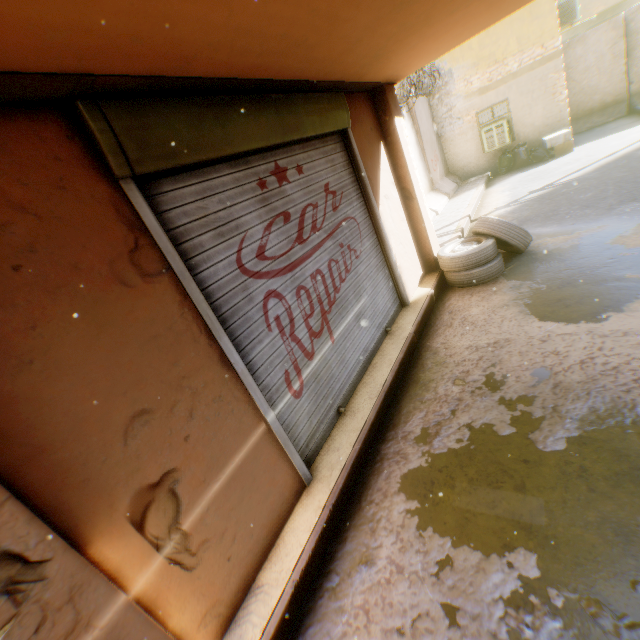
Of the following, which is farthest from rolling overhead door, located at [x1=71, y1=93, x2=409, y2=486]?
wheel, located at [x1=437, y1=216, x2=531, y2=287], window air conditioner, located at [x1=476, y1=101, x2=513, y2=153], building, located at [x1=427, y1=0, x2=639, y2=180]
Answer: window air conditioner, located at [x1=476, y1=101, x2=513, y2=153]

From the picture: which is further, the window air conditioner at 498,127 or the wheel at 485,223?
the window air conditioner at 498,127

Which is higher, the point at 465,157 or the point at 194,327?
the point at 194,327

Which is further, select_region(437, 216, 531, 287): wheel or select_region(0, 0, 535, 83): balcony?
select_region(437, 216, 531, 287): wheel

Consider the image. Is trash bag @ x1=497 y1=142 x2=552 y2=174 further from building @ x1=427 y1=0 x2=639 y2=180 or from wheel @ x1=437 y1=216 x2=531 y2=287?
wheel @ x1=437 y1=216 x2=531 y2=287

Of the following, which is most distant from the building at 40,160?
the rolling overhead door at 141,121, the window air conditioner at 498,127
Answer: the window air conditioner at 498,127

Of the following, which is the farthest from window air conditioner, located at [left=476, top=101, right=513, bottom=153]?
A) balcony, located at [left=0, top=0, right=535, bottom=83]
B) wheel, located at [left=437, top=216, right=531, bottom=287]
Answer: balcony, located at [left=0, top=0, right=535, bottom=83]

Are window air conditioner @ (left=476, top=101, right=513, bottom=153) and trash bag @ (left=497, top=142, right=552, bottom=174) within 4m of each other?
yes
